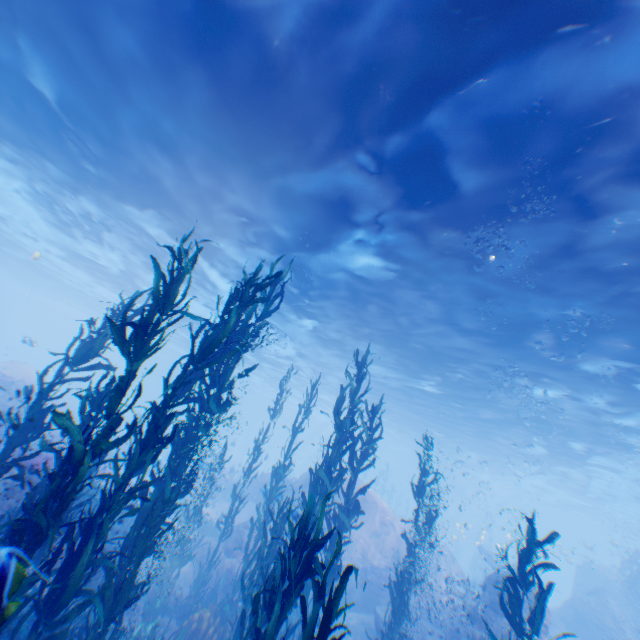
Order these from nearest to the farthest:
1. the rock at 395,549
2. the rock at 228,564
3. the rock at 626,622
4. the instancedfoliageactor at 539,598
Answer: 1. the instancedfoliageactor at 539,598
2. the rock at 228,564
3. the rock at 395,549
4. the rock at 626,622

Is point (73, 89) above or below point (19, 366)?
above

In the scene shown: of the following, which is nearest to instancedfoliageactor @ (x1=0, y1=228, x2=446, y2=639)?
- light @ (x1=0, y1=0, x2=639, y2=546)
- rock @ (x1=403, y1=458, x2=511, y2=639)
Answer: rock @ (x1=403, y1=458, x2=511, y2=639)

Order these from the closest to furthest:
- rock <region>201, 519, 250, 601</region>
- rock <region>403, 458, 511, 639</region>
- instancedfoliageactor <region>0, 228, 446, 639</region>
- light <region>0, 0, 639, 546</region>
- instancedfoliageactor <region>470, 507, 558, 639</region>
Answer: instancedfoliageactor <region>0, 228, 446, 639</region> → instancedfoliageactor <region>470, 507, 558, 639</region> → light <region>0, 0, 639, 546</region> → rock <region>403, 458, 511, 639</region> → rock <region>201, 519, 250, 601</region>

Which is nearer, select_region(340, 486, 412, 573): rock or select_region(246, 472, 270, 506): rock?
select_region(246, 472, 270, 506): rock

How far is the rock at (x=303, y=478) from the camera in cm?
A: 1919

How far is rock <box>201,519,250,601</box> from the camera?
12.2m

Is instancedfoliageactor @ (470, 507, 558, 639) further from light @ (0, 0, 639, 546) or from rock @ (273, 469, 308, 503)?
light @ (0, 0, 639, 546)
